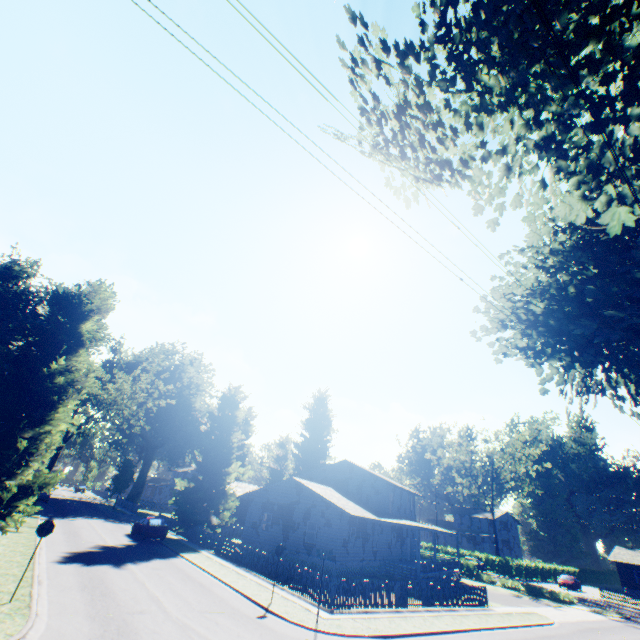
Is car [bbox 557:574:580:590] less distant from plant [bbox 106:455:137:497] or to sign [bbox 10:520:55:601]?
plant [bbox 106:455:137:497]

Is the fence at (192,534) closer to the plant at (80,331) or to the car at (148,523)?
the plant at (80,331)

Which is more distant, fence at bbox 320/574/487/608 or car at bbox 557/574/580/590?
car at bbox 557/574/580/590

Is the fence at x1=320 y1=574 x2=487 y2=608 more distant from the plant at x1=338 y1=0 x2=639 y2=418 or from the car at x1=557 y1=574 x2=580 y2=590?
the car at x1=557 y1=574 x2=580 y2=590

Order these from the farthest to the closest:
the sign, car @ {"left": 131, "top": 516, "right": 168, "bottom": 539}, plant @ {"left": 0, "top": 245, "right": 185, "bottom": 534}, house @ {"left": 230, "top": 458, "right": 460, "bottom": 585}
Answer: car @ {"left": 131, "top": 516, "right": 168, "bottom": 539} → house @ {"left": 230, "top": 458, "right": 460, "bottom": 585} → plant @ {"left": 0, "top": 245, "right": 185, "bottom": 534} → the sign

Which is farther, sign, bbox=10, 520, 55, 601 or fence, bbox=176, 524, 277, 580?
fence, bbox=176, 524, 277, 580

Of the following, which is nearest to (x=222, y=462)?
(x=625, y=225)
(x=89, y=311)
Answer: (x=89, y=311)

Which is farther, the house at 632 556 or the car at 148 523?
the house at 632 556
